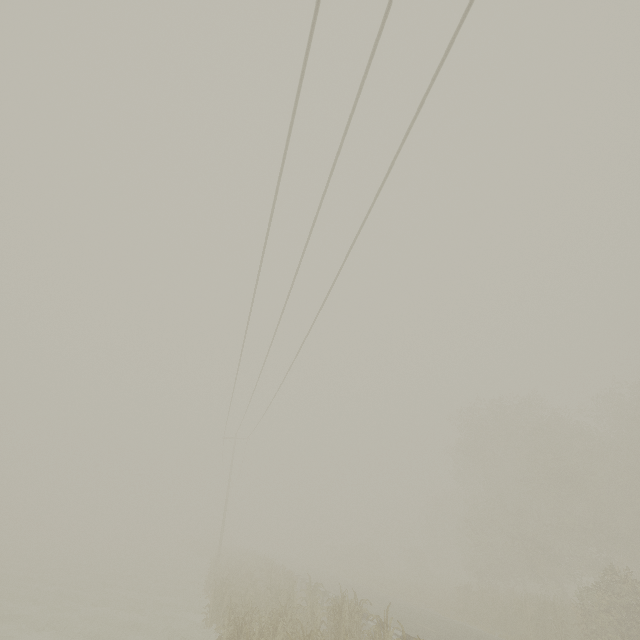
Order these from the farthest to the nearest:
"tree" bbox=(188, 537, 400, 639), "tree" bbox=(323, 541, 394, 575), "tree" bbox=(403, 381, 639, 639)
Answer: "tree" bbox=(323, 541, 394, 575)
"tree" bbox=(403, 381, 639, 639)
"tree" bbox=(188, 537, 400, 639)

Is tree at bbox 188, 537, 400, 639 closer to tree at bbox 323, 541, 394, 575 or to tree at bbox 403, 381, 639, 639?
tree at bbox 323, 541, 394, 575

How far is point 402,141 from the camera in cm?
746

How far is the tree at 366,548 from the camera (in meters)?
44.75

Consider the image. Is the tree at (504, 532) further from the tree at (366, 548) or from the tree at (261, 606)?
the tree at (261, 606)

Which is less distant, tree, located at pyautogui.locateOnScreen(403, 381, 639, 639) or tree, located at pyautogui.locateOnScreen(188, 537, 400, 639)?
tree, located at pyautogui.locateOnScreen(188, 537, 400, 639)

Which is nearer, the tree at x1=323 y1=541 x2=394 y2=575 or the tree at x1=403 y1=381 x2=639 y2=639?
the tree at x1=403 y1=381 x2=639 y2=639
